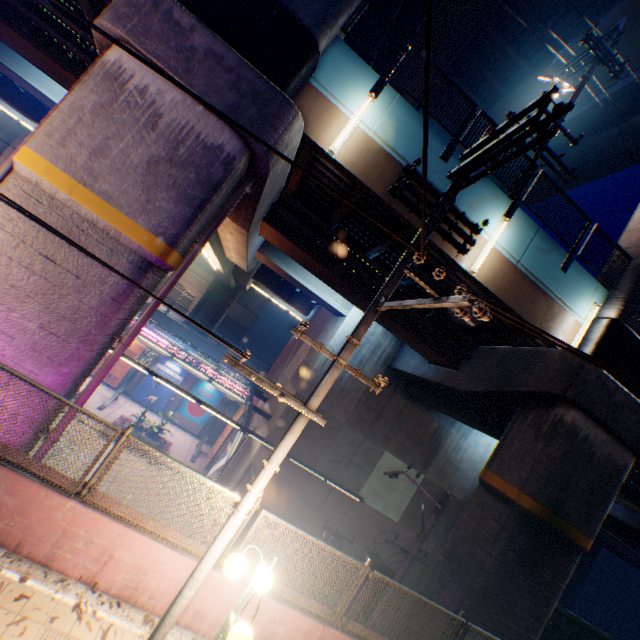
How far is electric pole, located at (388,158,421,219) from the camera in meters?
5.4

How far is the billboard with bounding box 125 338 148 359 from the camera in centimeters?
2581cm

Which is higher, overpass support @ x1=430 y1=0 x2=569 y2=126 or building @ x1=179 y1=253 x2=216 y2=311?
overpass support @ x1=430 y1=0 x2=569 y2=126

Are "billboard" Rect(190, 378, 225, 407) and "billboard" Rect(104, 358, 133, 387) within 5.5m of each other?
yes

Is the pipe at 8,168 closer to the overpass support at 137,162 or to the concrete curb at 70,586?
the overpass support at 137,162

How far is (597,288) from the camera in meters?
10.1

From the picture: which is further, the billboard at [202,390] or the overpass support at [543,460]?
the billboard at [202,390]

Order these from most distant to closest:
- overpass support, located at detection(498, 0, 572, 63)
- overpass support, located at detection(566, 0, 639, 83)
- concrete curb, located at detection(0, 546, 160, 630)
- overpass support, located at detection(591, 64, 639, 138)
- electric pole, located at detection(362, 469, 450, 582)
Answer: overpass support, located at detection(498, 0, 572, 63) → overpass support, located at detection(591, 64, 639, 138) → overpass support, located at detection(566, 0, 639, 83) → electric pole, located at detection(362, 469, 450, 582) → concrete curb, located at detection(0, 546, 160, 630)
